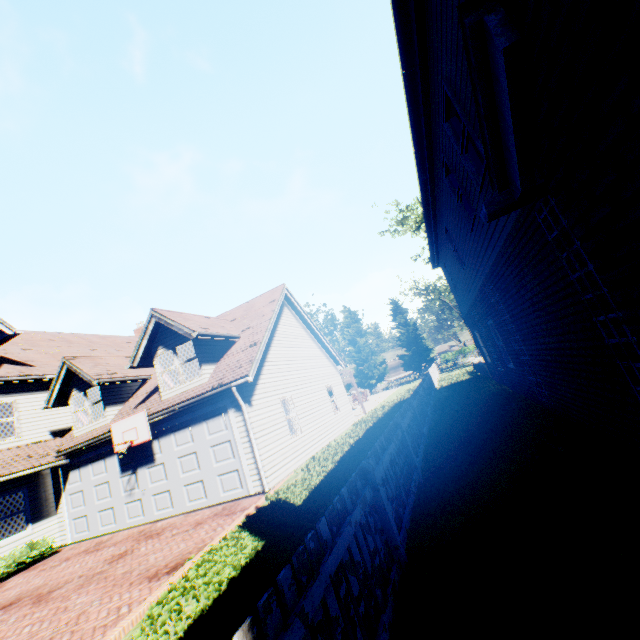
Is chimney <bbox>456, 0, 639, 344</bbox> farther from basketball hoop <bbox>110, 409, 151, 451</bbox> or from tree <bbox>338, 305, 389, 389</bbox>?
basketball hoop <bbox>110, 409, 151, 451</bbox>

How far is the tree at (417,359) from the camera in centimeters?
4494cm

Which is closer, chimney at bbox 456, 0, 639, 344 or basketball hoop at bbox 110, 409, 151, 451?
chimney at bbox 456, 0, 639, 344

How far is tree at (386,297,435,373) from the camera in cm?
4494

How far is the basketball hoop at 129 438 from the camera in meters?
11.0 m

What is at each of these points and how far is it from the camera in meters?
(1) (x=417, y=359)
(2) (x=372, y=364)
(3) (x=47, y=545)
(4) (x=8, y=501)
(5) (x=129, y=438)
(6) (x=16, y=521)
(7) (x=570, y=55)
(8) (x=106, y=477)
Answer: (1) tree, 45.0 m
(2) tree, 45.3 m
(3) hedge, 11.8 m
(4) curtain, 12.1 m
(5) basketball hoop, 11.3 m
(6) curtain, 12.1 m
(7) chimney, 1.5 m
(8) garage door, 12.2 m

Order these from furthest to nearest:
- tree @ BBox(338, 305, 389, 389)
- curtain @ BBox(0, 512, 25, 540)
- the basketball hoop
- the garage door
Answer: tree @ BBox(338, 305, 389, 389), curtain @ BBox(0, 512, 25, 540), the basketball hoop, the garage door

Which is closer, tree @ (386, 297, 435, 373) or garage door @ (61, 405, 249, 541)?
garage door @ (61, 405, 249, 541)
